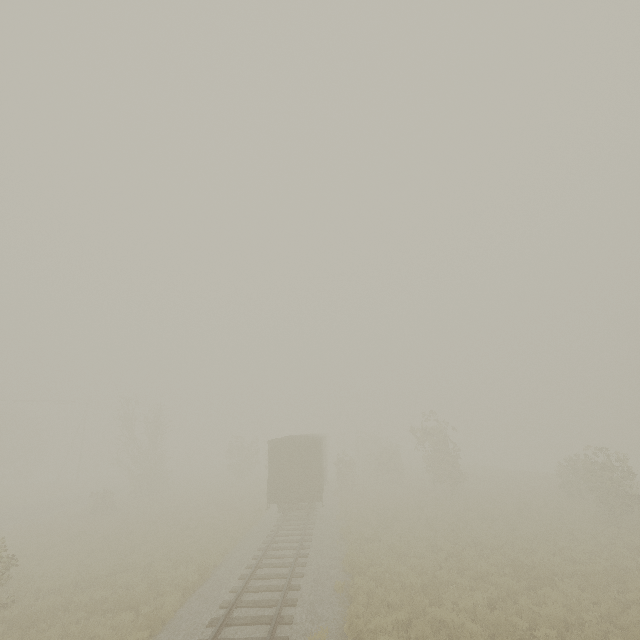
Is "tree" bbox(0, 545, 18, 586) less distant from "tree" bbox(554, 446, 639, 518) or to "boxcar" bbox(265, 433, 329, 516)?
"tree" bbox(554, 446, 639, 518)

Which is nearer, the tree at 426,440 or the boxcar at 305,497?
the boxcar at 305,497

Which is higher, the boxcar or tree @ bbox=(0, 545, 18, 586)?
the boxcar

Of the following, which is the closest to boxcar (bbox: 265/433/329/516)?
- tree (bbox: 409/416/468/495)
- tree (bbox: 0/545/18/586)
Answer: tree (bbox: 409/416/468/495)

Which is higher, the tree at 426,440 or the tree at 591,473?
the tree at 426,440

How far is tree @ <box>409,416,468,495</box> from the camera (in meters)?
26.44

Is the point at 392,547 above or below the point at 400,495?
above
